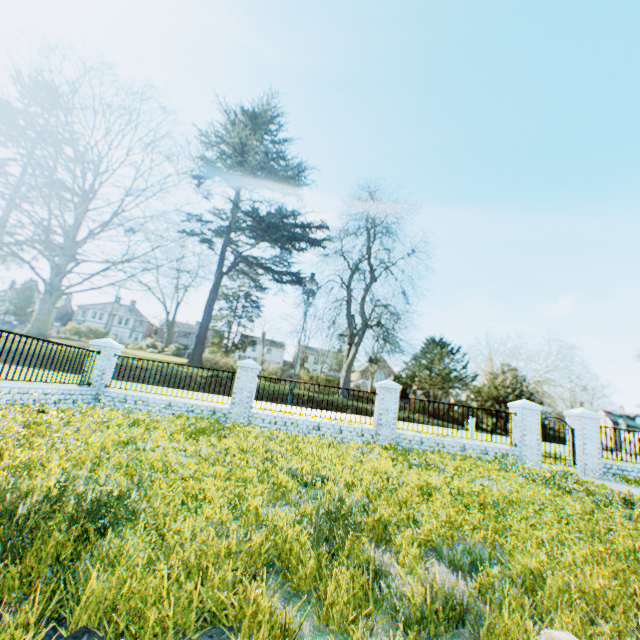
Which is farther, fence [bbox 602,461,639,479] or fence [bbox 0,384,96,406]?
fence [bbox 602,461,639,479]

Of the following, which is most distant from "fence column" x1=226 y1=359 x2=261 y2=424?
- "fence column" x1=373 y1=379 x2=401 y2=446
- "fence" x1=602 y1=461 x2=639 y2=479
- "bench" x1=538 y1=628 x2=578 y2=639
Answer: "fence" x1=602 y1=461 x2=639 y2=479

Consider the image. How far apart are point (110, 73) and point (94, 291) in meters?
34.7 m

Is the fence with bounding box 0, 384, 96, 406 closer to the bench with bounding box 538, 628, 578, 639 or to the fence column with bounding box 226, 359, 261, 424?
the fence column with bounding box 226, 359, 261, 424

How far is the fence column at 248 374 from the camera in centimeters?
1197cm

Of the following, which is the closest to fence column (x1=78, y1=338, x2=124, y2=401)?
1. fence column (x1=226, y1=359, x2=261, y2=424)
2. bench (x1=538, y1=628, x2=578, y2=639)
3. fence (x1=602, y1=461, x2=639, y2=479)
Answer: fence column (x1=226, y1=359, x2=261, y2=424)

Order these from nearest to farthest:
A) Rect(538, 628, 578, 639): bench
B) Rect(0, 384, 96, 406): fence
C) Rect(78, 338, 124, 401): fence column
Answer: Rect(538, 628, 578, 639): bench, Rect(0, 384, 96, 406): fence, Rect(78, 338, 124, 401): fence column

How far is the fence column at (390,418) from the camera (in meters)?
12.09
